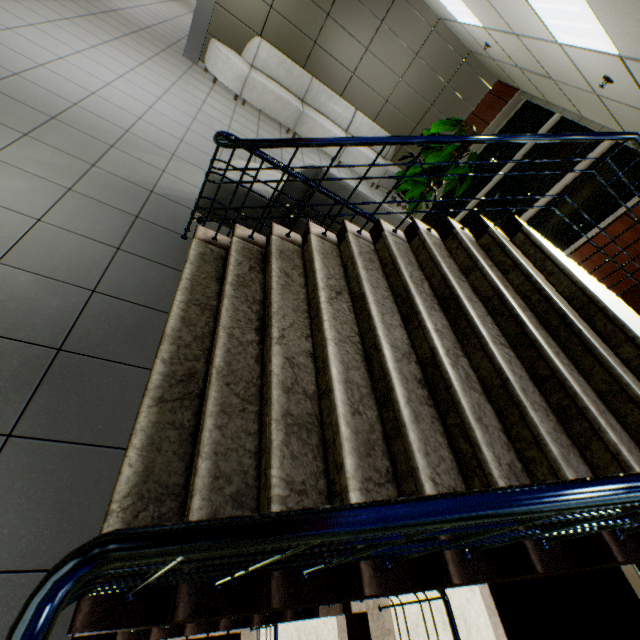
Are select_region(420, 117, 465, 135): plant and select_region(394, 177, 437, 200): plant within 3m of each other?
yes

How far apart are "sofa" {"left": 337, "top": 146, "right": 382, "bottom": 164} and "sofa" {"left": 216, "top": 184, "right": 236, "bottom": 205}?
4.0 meters

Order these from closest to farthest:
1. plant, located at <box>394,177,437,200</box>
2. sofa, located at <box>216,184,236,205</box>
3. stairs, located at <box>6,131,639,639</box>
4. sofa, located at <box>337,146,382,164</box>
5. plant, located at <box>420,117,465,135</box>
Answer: stairs, located at <box>6,131,639,639</box>, sofa, located at <box>216,184,236,205</box>, plant, located at <box>420,117,465,135</box>, plant, located at <box>394,177,437,200</box>, sofa, located at <box>337,146,382,164</box>

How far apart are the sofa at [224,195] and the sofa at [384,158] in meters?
4.0

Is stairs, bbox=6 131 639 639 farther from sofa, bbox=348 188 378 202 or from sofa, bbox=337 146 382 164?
sofa, bbox=337 146 382 164

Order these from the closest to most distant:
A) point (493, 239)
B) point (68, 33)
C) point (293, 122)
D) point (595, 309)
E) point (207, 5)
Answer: point (595, 309) < point (493, 239) < point (68, 33) < point (207, 5) < point (293, 122)

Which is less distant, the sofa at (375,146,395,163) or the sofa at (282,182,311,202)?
the sofa at (282,182,311,202)

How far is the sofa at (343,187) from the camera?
3.1m
